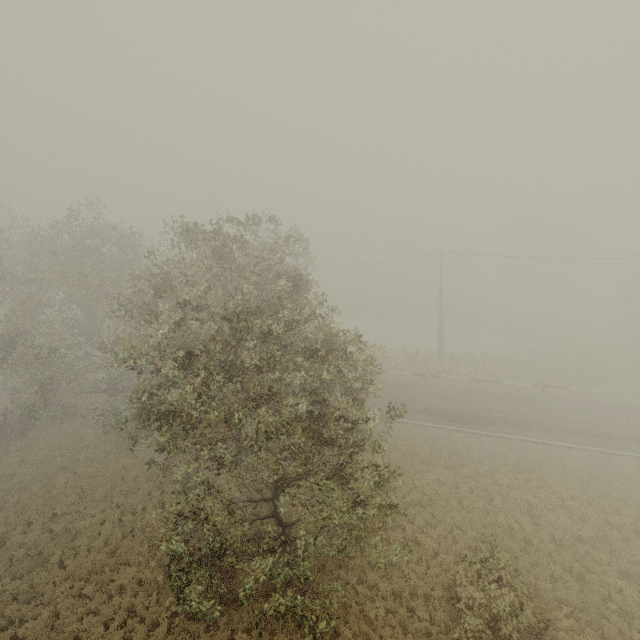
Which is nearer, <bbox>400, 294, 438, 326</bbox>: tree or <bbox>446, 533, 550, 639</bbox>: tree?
<bbox>446, 533, 550, 639</bbox>: tree

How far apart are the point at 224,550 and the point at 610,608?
14.34m

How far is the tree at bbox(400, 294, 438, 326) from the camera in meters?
51.8 m

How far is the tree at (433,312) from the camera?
51.82m

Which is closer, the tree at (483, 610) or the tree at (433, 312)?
the tree at (483, 610)
